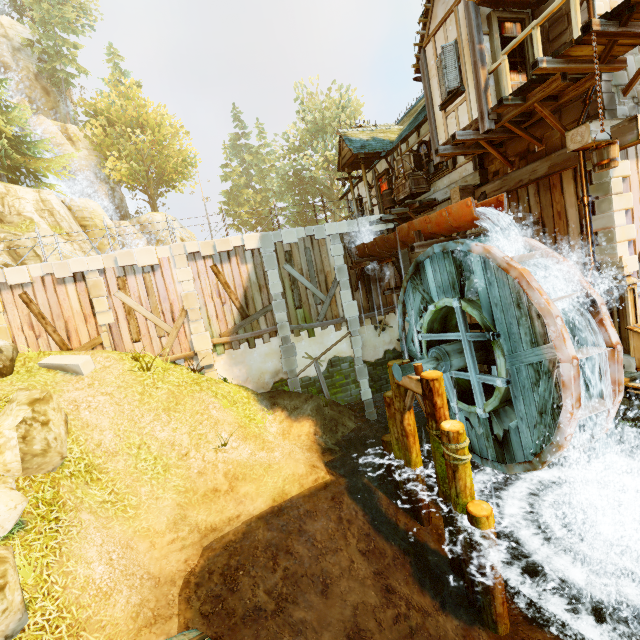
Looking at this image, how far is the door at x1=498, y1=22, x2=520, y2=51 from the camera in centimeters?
815cm

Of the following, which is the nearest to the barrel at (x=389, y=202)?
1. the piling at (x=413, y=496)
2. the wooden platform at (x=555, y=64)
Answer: the wooden platform at (x=555, y=64)

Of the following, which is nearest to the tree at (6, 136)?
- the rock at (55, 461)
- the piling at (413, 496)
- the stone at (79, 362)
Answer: the stone at (79, 362)

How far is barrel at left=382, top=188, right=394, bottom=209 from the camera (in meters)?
14.77

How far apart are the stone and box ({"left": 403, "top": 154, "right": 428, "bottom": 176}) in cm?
1324

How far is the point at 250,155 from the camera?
48.72m

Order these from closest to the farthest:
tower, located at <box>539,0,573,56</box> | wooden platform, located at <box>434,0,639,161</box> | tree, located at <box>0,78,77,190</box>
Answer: wooden platform, located at <box>434,0,639,161</box> < tower, located at <box>539,0,573,56</box> < tree, located at <box>0,78,77,190</box>

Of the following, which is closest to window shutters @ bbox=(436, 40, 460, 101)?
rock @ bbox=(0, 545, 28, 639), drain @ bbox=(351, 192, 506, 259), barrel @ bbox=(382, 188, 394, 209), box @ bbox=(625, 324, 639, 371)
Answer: drain @ bbox=(351, 192, 506, 259)
